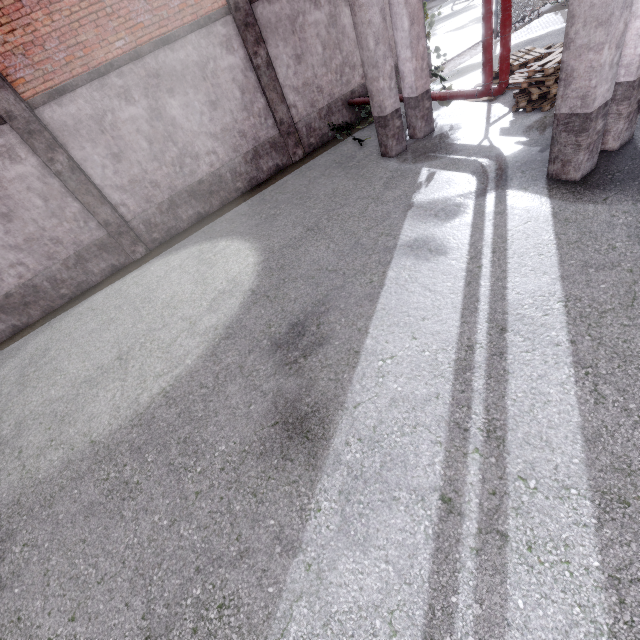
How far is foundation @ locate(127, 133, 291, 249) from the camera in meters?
9.5 m

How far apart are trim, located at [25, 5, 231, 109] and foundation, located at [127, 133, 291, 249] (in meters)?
2.85

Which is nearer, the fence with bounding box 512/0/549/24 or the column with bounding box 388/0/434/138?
the column with bounding box 388/0/434/138

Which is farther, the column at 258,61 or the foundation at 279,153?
the foundation at 279,153

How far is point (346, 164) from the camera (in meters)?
9.06

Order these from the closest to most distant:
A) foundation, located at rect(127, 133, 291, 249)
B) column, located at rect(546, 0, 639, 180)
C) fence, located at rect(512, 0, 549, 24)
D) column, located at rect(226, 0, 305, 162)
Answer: column, located at rect(546, 0, 639, 180) < column, located at rect(226, 0, 305, 162) < foundation, located at rect(127, 133, 291, 249) < fence, located at rect(512, 0, 549, 24)

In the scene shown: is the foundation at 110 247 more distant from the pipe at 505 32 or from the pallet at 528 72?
the pallet at 528 72

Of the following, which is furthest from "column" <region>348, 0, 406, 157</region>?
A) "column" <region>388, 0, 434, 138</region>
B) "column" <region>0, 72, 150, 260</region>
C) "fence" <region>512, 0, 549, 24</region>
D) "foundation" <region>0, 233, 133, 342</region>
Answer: "fence" <region>512, 0, 549, 24</region>
